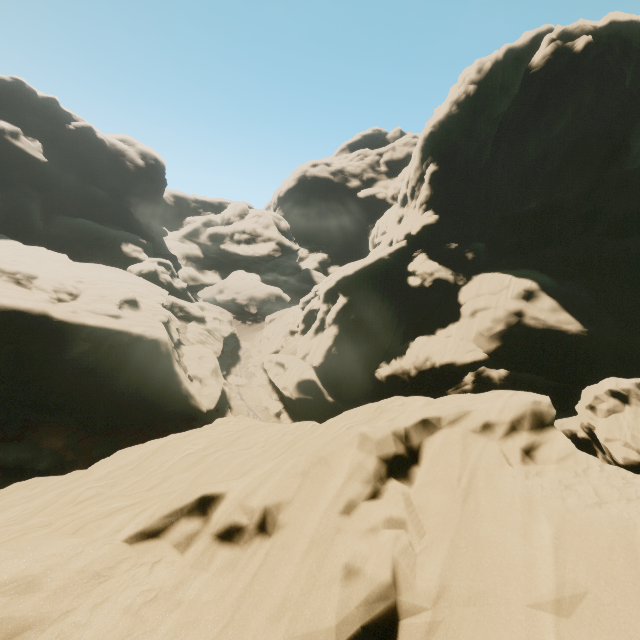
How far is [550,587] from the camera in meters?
5.0
